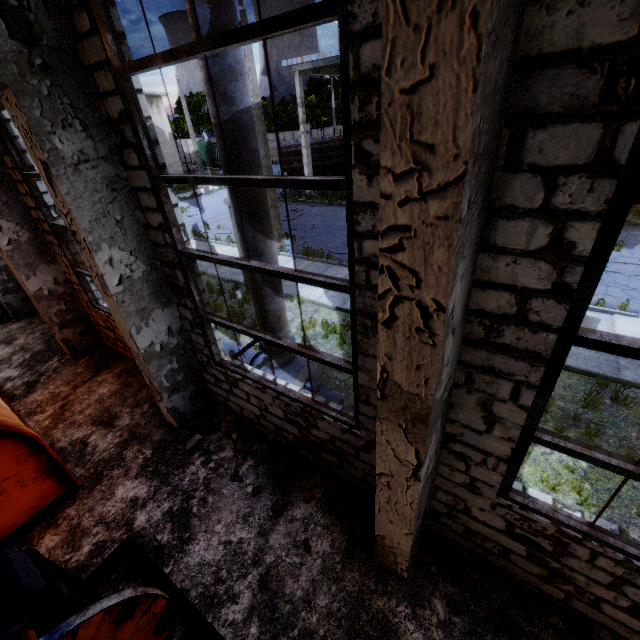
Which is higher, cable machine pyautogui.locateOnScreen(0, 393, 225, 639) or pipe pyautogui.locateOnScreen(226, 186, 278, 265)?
pipe pyautogui.locateOnScreen(226, 186, 278, 265)

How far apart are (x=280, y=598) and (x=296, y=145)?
27.2 meters

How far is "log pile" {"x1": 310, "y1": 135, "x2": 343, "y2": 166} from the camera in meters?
25.1

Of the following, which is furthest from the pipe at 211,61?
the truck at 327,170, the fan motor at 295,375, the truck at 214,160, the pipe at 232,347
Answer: the truck at 214,160

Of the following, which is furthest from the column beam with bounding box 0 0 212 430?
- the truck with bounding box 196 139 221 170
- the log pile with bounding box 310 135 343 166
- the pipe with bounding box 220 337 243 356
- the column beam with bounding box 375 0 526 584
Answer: the truck with bounding box 196 139 221 170

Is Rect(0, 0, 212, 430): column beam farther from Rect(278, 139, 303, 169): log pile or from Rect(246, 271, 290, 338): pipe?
Rect(278, 139, 303, 169): log pile

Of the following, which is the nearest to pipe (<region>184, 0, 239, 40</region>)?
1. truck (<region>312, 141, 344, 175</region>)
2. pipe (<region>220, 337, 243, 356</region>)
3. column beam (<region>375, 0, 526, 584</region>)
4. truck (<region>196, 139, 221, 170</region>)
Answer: pipe (<region>220, 337, 243, 356</region>)

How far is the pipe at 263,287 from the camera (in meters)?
5.43
